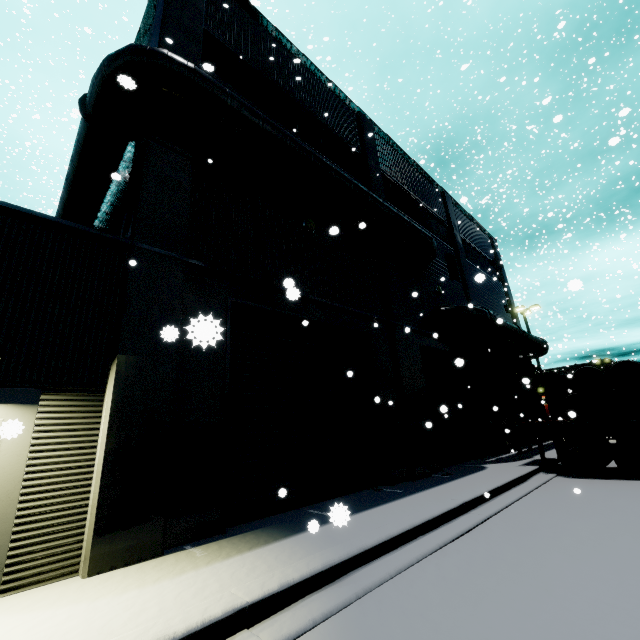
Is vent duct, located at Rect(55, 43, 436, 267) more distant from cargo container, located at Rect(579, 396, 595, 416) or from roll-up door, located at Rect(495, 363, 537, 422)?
cargo container, located at Rect(579, 396, 595, 416)

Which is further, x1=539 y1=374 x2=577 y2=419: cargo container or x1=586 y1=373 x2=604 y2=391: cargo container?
x1=539 y1=374 x2=577 y2=419: cargo container

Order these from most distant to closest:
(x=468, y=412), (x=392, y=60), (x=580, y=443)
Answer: (x=392, y=60), (x=468, y=412), (x=580, y=443)

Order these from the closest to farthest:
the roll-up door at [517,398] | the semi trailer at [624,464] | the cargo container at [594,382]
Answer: the semi trailer at [624,464] < the cargo container at [594,382] < the roll-up door at [517,398]

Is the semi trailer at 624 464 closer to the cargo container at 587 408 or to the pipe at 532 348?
the cargo container at 587 408

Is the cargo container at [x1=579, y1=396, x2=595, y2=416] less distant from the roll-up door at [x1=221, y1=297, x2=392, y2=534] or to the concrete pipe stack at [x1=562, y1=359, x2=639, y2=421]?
the roll-up door at [x1=221, y1=297, x2=392, y2=534]

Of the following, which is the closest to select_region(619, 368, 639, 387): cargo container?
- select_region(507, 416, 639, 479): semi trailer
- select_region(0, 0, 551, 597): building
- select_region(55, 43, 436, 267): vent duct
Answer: select_region(507, 416, 639, 479): semi trailer

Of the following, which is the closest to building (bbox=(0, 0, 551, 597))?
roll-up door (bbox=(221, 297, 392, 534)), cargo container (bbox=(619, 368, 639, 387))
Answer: roll-up door (bbox=(221, 297, 392, 534))
